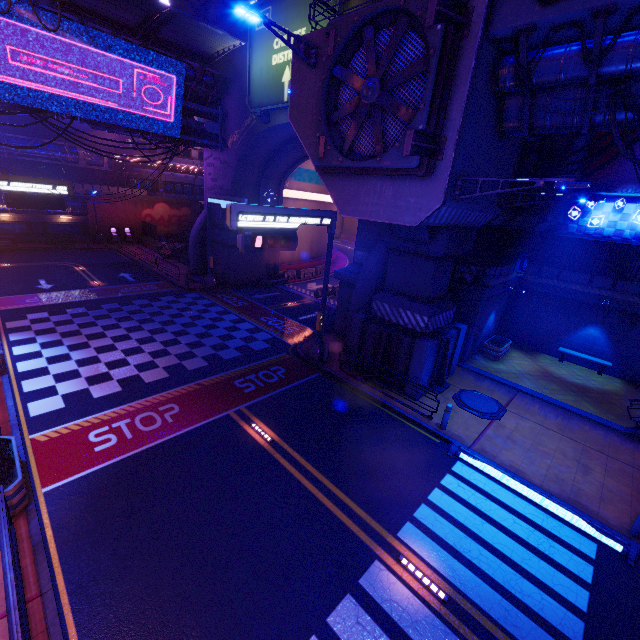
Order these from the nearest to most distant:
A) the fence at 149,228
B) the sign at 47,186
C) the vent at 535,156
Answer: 1. the vent at 535,156
2. the sign at 47,186
3. the fence at 149,228

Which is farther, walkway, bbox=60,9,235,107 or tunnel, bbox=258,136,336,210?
tunnel, bbox=258,136,336,210

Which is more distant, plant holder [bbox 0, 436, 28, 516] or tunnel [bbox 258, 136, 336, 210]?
tunnel [bbox 258, 136, 336, 210]

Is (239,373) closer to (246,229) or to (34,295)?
(246,229)

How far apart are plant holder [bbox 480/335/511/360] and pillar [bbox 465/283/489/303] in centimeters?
300cm

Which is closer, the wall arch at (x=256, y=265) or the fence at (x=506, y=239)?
the fence at (x=506, y=239)

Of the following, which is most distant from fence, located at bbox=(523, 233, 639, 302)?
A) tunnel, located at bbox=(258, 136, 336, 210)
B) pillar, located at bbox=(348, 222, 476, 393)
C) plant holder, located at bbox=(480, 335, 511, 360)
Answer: pillar, located at bbox=(348, 222, 476, 393)

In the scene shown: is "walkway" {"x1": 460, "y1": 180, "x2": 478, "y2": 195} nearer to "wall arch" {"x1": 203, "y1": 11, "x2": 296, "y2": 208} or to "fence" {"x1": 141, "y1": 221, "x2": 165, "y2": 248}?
"wall arch" {"x1": 203, "y1": 11, "x2": 296, "y2": 208}
